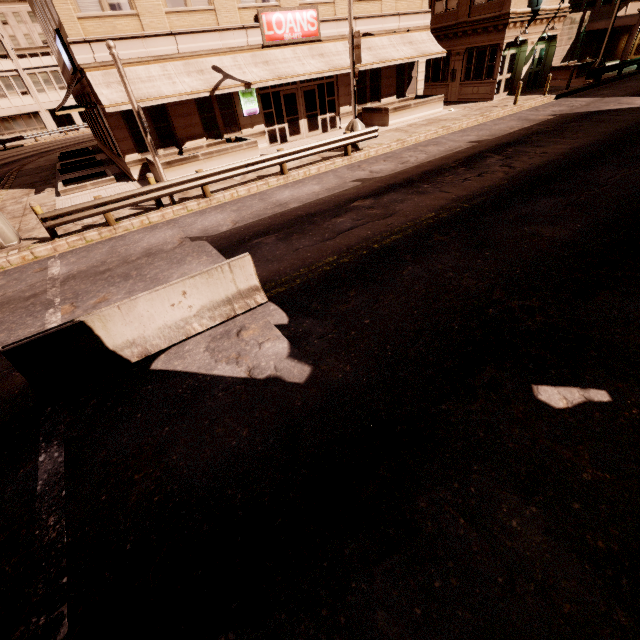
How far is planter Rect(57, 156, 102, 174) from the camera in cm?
2023

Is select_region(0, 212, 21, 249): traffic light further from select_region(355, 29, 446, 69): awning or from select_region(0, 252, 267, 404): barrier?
select_region(0, 252, 267, 404): barrier

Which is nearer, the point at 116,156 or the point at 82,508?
the point at 82,508

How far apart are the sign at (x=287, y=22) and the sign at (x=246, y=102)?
1.8 meters

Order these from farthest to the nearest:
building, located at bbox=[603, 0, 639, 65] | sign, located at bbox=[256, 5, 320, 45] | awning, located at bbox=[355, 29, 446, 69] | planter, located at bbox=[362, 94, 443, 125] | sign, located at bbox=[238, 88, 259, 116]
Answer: building, located at bbox=[603, 0, 639, 65] < planter, located at bbox=[362, 94, 443, 125] < awning, located at bbox=[355, 29, 446, 69] < sign, located at bbox=[238, 88, 259, 116] < sign, located at bbox=[256, 5, 320, 45]

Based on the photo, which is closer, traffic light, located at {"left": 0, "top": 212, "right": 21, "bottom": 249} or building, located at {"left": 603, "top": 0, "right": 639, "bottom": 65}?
traffic light, located at {"left": 0, "top": 212, "right": 21, "bottom": 249}

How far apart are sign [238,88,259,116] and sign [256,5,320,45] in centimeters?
179cm

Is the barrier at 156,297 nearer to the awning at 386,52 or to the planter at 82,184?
the awning at 386,52
